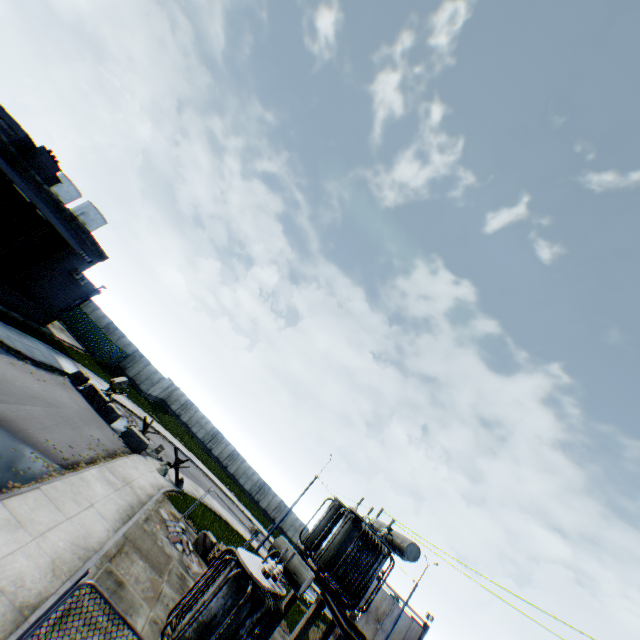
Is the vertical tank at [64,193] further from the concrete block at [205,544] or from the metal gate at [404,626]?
the metal gate at [404,626]

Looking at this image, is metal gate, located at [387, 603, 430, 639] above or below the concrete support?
above

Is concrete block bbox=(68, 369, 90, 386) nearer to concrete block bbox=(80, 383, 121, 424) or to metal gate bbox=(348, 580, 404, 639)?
concrete block bbox=(80, 383, 121, 424)

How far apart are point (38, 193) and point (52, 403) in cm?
1661

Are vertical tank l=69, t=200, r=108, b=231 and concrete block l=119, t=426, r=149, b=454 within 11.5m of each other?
no

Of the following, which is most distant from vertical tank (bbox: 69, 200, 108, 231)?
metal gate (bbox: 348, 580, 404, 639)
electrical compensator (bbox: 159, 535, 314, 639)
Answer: metal gate (bbox: 348, 580, 404, 639)

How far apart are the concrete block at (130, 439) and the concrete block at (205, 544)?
7.5m

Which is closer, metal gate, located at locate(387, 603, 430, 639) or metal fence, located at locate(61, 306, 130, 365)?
metal gate, located at locate(387, 603, 430, 639)
